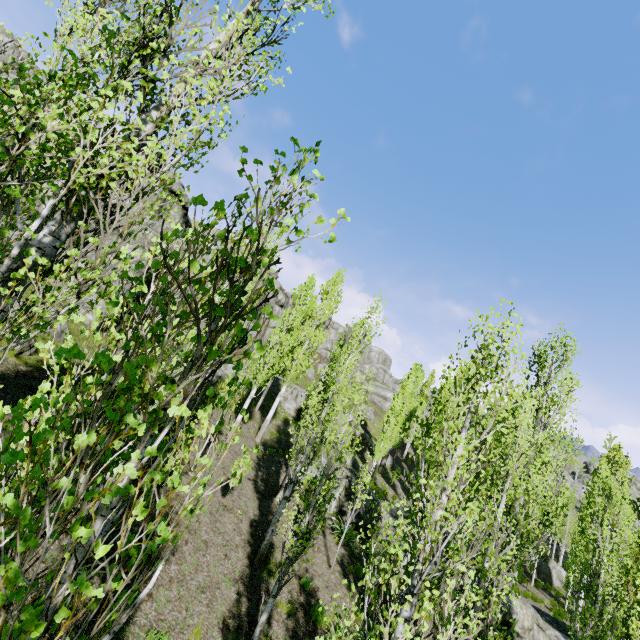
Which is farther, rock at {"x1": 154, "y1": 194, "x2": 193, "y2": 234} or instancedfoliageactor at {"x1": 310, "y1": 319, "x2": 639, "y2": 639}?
rock at {"x1": 154, "y1": 194, "x2": 193, "y2": 234}

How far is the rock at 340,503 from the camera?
17.5m

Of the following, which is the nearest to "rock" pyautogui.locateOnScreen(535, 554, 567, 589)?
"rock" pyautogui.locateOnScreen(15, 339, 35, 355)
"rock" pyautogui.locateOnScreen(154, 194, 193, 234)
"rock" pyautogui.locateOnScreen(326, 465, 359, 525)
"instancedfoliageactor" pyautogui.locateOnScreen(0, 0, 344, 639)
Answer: "instancedfoliageactor" pyautogui.locateOnScreen(0, 0, 344, 639)

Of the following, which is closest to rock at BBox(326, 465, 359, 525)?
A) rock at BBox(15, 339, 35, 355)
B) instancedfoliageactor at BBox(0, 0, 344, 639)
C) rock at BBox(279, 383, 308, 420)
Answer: instancedfoliageactor at BBox(0, 0, 344, 639)

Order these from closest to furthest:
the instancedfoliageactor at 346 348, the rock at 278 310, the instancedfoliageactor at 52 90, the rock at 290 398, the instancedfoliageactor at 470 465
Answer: the instancedfoliageactor at 52 90 < the instancedfoliageactor at 470 465 < the instancedfoliageactor at 346 348 < the rock at 290 398 < the rock at 278 310

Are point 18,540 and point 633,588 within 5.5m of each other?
no

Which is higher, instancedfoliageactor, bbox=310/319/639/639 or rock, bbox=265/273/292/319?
rock, bbox=265/273/292/319
